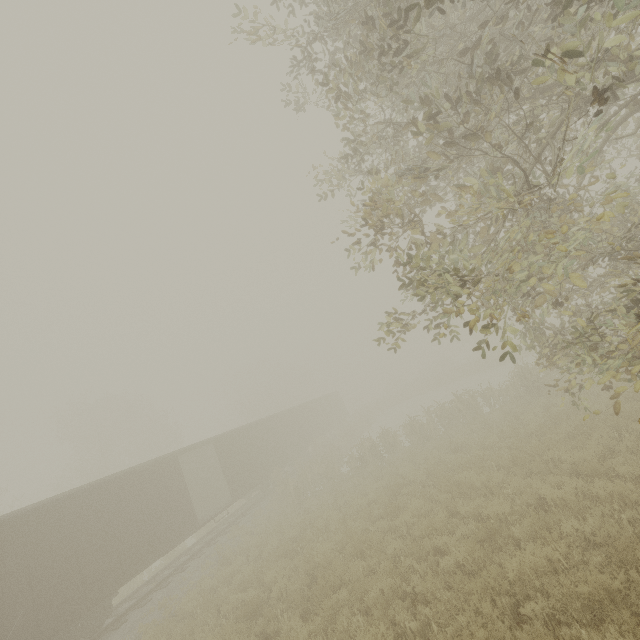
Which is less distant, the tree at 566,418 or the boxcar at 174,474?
the tree at 566,418

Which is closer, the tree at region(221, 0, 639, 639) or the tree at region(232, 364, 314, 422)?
the tree at region(221, 0, 639, 639)

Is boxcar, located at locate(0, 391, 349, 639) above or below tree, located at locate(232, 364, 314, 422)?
below

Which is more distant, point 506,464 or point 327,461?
point 327,461

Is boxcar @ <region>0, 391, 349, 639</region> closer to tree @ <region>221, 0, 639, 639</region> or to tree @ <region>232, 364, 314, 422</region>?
tree @ <region>221, 0, 639, 639</region>

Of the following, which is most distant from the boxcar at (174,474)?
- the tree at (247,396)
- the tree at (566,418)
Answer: the tree at (247,396)
